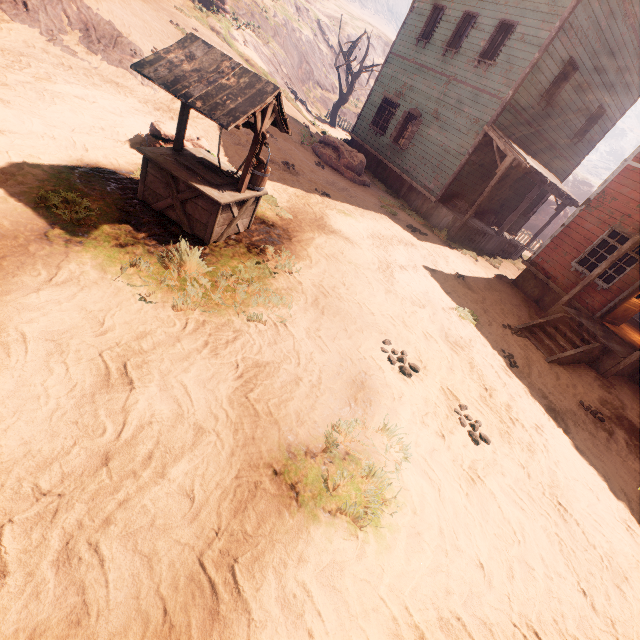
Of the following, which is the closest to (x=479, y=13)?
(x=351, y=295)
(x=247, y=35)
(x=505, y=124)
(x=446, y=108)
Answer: (x=446, y=108)

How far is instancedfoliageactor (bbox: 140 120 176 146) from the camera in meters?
6.5 m

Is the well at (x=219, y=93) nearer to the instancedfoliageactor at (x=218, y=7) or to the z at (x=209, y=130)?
the z at (x=209, y=130)

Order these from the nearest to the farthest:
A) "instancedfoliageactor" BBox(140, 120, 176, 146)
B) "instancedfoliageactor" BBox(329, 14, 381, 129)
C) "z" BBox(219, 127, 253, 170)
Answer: "instancedfoliageactor" BBox(140, 120, 176, 146) → "z" BBox(219, 127, 253, 170) → "instancedfoliageactor" BBox(329, 14, 381, 129)

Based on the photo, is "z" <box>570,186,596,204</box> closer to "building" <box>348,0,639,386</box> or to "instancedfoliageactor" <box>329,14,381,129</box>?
"instancedfoliageactor" <box>329,14,381,129</box>

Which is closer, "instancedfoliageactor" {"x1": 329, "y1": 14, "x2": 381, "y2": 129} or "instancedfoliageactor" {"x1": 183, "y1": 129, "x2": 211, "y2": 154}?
"instancedfoliageactor" {"x1": 183, "y1": 129, "x2": 211, "y2": 154}

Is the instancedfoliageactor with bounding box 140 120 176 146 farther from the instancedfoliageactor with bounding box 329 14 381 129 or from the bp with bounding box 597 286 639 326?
the bp with bounding box 597 286 639 326

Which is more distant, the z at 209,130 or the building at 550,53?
the building at 550,53
